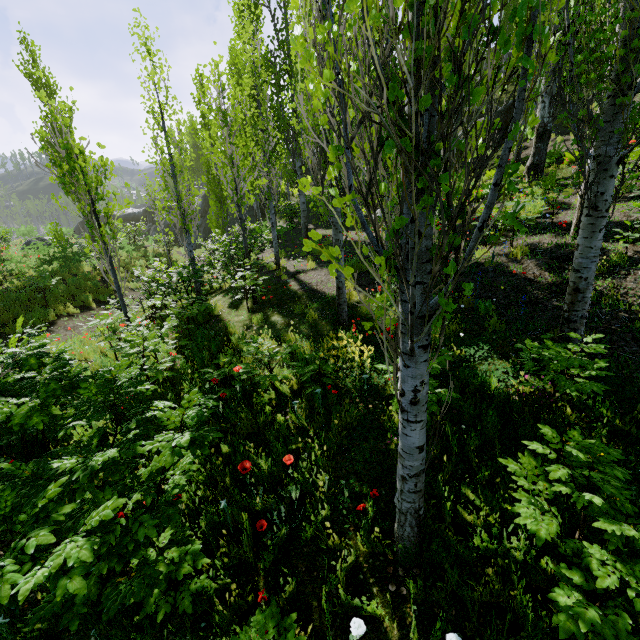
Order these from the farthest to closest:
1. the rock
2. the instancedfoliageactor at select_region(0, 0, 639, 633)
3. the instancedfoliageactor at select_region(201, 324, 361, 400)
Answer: the rock < the instancedfoliageactor at select_region(201, 324, 361, 400) < the instancedfoliageactor at select_region(0, 0, 639, 633)

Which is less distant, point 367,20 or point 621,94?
point 367,20

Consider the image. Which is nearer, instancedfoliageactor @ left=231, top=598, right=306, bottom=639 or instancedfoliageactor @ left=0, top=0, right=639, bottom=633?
instancedfoliageactor @ left=0, top=0, right=639, bottom=633

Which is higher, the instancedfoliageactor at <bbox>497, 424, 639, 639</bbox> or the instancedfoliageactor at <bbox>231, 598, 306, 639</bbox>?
the instancedfoliageactor at <bbox>497, 424, 639, 639</bbox>

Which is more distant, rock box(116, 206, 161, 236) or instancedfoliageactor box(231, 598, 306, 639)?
rock box(116, 206, 161, 236)

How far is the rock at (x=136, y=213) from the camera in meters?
31.5 m

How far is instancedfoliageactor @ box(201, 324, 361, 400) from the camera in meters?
4.6 m

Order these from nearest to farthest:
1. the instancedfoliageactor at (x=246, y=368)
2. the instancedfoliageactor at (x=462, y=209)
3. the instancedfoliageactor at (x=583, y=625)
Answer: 1. the instancedfoliageactor at (x=462, y=209)
2. the instancedfoliageactor at (x=583, y=625)
3. the instancedfoliageactor at (x=246, y=368)
